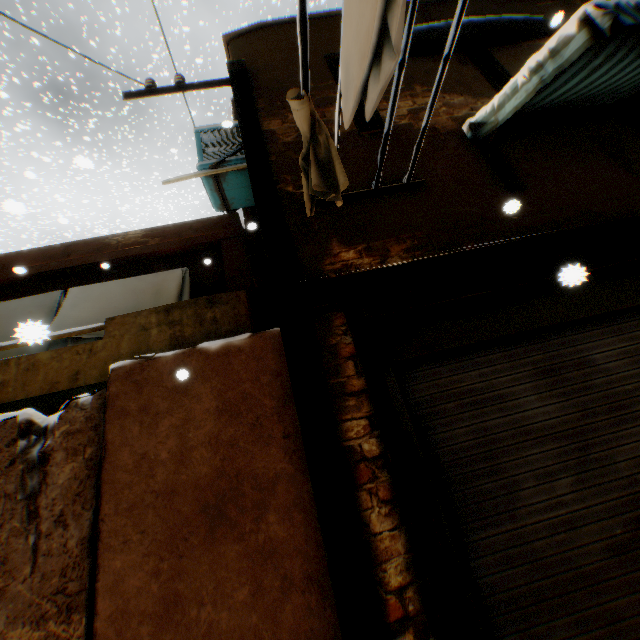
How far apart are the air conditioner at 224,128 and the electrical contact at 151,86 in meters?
1.0

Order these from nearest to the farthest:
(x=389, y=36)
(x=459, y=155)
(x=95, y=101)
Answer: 1. (x=389, y=36)
2. (x=459, y=155)
3. (x=95, y=101)

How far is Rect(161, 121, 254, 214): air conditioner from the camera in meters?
4.3

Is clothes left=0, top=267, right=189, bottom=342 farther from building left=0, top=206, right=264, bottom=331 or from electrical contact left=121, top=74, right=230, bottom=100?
electrical contact left=121, top=74, right=230, bottom=100

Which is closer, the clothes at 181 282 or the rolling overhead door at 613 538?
the rolling overhead door at 613 538

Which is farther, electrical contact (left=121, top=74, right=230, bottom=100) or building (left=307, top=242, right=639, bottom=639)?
electrical contact (left=121, top=74, right=230, bottom=100)

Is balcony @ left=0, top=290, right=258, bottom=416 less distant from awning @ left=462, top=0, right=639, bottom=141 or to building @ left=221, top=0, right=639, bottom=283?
building @ left=221, top=0, right=639, bottom=283

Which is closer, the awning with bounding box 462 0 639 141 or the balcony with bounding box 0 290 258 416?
the awning with bounding box 462 0 639 141
